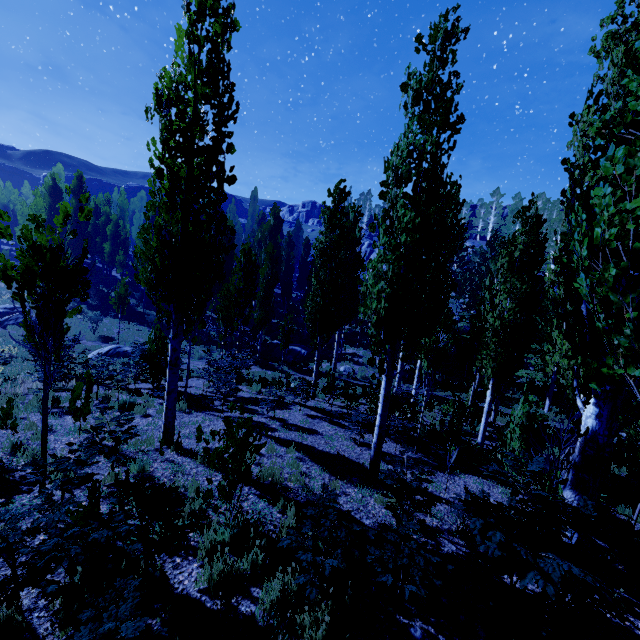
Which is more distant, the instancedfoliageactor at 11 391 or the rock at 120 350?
the rock at 120 350

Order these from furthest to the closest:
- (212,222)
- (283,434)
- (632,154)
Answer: →
1. (283,434)
2. (212,222)
3. (632,154)

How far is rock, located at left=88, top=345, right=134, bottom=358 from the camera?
19.45m

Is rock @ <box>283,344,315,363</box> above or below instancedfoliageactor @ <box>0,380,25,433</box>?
below

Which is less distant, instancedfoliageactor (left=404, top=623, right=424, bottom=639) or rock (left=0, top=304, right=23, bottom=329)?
instancedfoliageactor (left=404, top=623, right=424, bottom=639)

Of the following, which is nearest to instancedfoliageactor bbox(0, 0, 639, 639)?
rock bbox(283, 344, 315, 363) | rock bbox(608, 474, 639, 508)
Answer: rock bbox(283, 344, 315, 363)

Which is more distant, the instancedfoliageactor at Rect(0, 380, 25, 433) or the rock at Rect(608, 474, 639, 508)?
the rock at Rect(608, 474, 639, 508)

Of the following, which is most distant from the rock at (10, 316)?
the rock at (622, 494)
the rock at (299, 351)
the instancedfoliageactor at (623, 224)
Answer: the rock at (622, 494)
